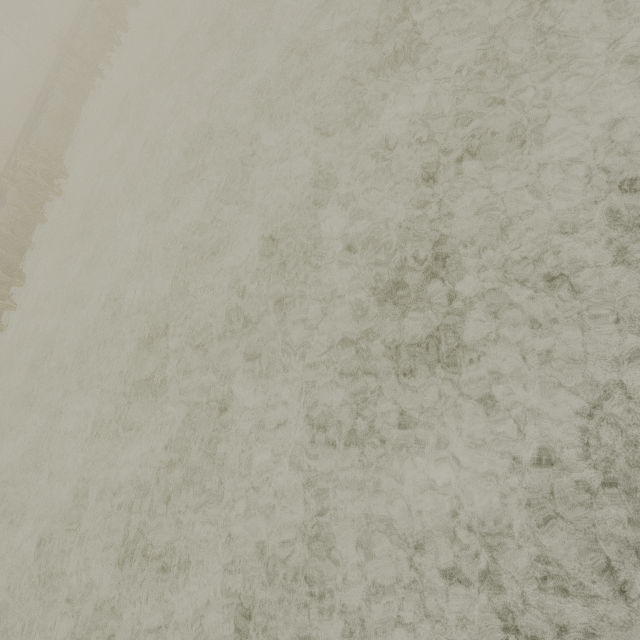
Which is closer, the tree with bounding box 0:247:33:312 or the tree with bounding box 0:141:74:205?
the tree with bounding box 0:247:33:312

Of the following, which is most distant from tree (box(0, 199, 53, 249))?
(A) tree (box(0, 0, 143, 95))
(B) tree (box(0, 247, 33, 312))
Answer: (A) tree (box(0, 0, 143, 95))

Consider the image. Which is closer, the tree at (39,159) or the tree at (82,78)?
the tree at (39,159)

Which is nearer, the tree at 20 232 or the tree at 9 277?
the tree at 9 277

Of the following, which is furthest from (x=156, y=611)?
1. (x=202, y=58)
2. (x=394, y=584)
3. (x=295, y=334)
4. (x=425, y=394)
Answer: (x=202, y=58)

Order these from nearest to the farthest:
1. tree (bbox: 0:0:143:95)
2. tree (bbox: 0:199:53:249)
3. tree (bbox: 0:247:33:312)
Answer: tree (bbox: 0:247:33:312)
tree (bbox: 0:199:53:249)
tree (bbox: 0:0:143:95)

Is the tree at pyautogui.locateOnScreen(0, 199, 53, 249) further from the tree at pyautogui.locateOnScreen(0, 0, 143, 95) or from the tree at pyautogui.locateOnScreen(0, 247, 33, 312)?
the tree at pyautogui.locateOnScreen(0, 0, 143, 95)
